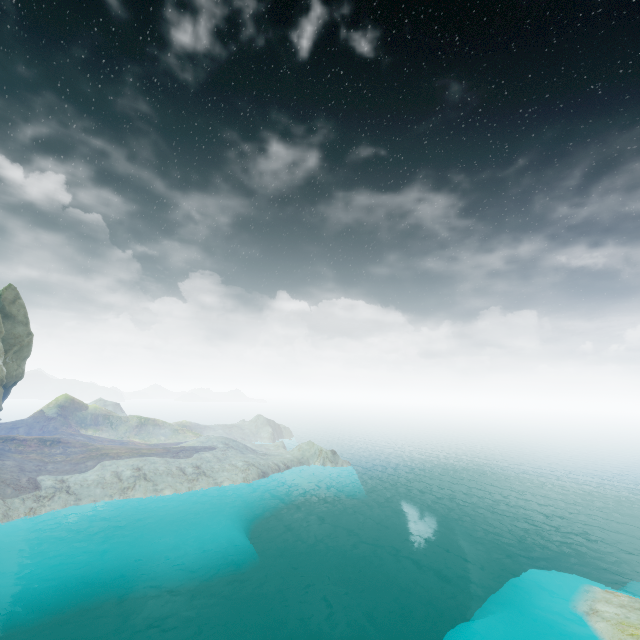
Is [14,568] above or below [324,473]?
below
